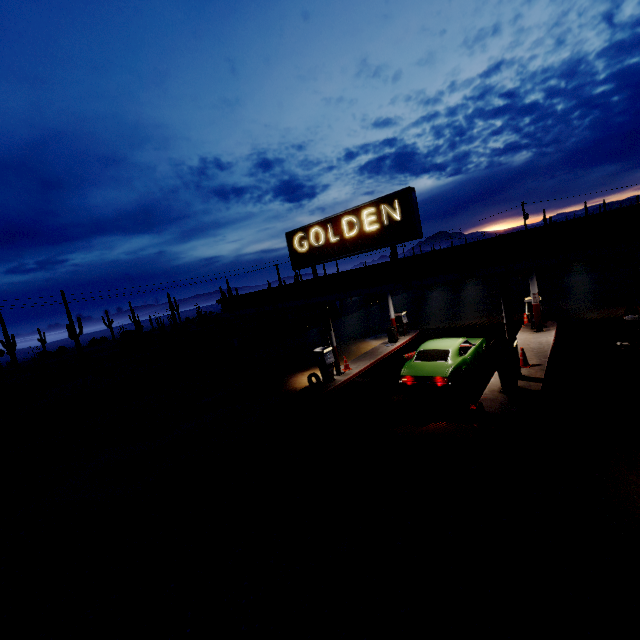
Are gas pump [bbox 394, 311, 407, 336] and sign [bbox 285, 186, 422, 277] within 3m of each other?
no

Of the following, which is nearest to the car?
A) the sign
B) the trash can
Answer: the sign

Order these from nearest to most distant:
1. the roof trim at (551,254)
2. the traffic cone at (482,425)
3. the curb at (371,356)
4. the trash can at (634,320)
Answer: the roof trim at (551,254) < the traffic cone at (482,425) < the trash can at (634,320) < the curb at (371,356)

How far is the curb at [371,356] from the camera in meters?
13.3 m

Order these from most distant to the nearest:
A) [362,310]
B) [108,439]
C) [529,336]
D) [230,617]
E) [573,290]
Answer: [362,310] → [573,290] → [529,336] → [108,439] → [230,617]

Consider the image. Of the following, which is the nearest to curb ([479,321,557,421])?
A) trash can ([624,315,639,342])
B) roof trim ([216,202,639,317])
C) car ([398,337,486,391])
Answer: car ([398,337,486,391])

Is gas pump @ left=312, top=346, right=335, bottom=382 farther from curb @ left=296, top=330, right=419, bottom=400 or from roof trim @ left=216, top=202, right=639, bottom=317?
roof trim @ left=216, top=202, right=639, bottom=317

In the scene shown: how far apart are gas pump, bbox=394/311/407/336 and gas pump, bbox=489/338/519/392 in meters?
9.9
